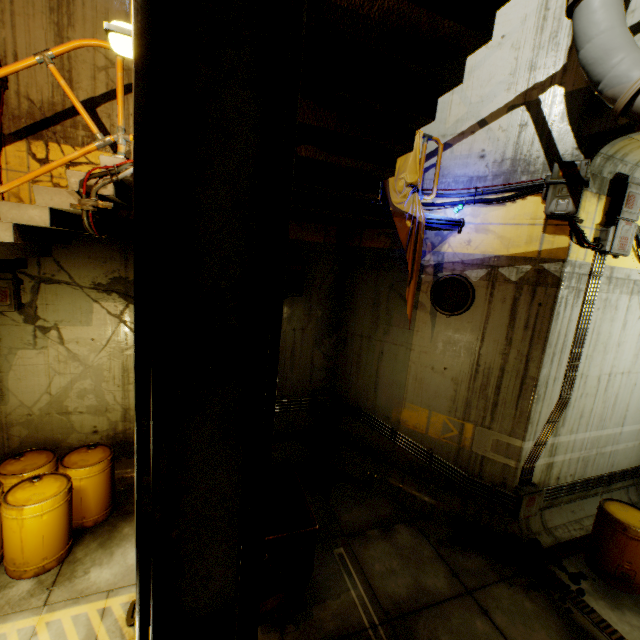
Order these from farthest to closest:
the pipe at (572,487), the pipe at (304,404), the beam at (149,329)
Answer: the pipe at (304,404)
the pipe at (572,487)
the beam at (149,329)

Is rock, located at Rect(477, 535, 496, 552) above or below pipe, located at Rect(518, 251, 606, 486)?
below

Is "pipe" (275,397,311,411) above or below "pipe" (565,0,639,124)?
below

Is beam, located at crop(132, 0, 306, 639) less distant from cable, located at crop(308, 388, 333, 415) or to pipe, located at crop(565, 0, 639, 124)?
pipe, located at crop(565, 0, 639, 124)

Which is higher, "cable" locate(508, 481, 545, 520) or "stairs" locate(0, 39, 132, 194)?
"stairs" locate(0, 39, 132, 194)

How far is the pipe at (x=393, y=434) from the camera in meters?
6.2 m

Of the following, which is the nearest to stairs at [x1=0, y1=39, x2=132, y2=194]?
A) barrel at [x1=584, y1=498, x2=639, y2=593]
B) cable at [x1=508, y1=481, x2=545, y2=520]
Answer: cable at [x1=508, y1=481, x2=545, y2=520]

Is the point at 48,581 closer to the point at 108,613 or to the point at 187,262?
the point at 108,613
